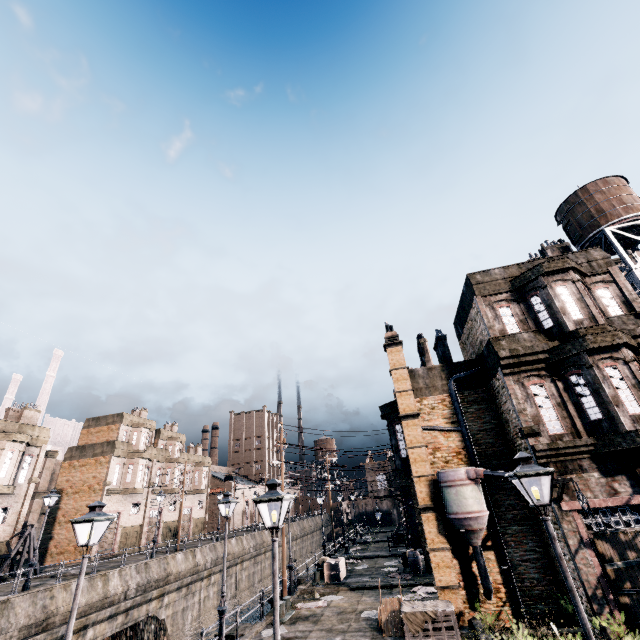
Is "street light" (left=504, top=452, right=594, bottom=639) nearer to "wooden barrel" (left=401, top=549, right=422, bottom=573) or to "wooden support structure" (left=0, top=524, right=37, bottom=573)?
Result: "wooden barrel" (left=401, top=549, right=422, bottom=573)

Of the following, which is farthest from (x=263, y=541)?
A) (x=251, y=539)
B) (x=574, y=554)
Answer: (x=574, y=554)

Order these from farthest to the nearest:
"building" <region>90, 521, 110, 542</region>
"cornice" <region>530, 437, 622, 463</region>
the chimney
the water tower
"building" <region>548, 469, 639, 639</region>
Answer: "building" <region>90, 521, 110, 542</region>
the chimney
the water tower
"cornice" <region>530, 437, 622, 463</region>
"building" <region>548, 469, 639, 639</region>

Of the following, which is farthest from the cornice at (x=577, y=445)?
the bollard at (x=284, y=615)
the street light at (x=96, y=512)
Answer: the street light at (x=96, y=512)

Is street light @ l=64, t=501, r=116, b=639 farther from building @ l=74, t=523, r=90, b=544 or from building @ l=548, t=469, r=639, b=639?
building @ l=74, t=523, r=90, b=544

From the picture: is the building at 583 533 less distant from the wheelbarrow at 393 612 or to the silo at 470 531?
the silo at 470 531

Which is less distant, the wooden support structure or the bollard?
the bollard
